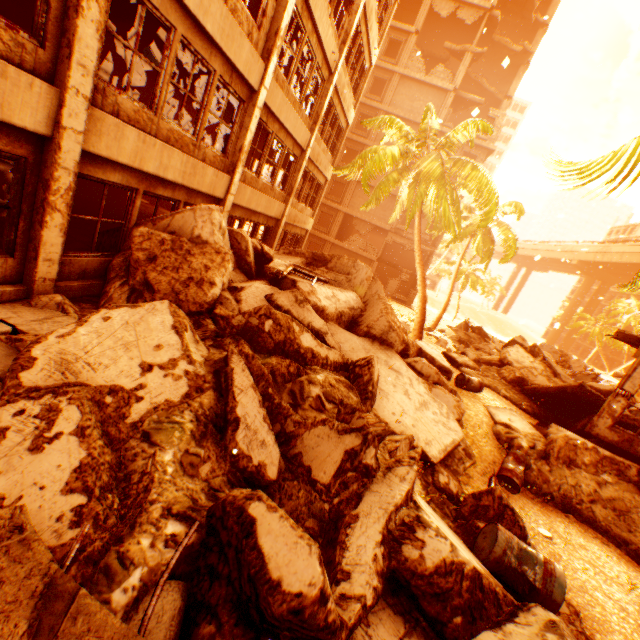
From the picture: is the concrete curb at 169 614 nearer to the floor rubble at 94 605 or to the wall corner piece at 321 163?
the floor rubble at 94 605

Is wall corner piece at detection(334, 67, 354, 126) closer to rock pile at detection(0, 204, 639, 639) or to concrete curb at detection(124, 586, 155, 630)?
rock pile at detection(0, 204, 639, 639)

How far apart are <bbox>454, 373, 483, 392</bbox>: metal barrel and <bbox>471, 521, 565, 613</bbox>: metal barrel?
6.40m

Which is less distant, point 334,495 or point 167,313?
point 334,495

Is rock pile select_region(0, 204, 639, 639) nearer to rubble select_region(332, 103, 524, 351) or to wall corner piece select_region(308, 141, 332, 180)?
rubble select_region(332, 103, 524, 351)

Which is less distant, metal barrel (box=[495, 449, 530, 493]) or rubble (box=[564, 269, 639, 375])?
A: rubble (box=[564, 269, 639, 375])

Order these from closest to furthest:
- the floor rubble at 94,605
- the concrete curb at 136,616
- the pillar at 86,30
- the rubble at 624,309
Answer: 1. the floor rubble at 94,605
2. the concrete curb at 136,616
3. the pillar at 86,30
4. the rubble at 624,309

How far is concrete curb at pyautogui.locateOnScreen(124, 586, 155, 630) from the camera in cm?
218
